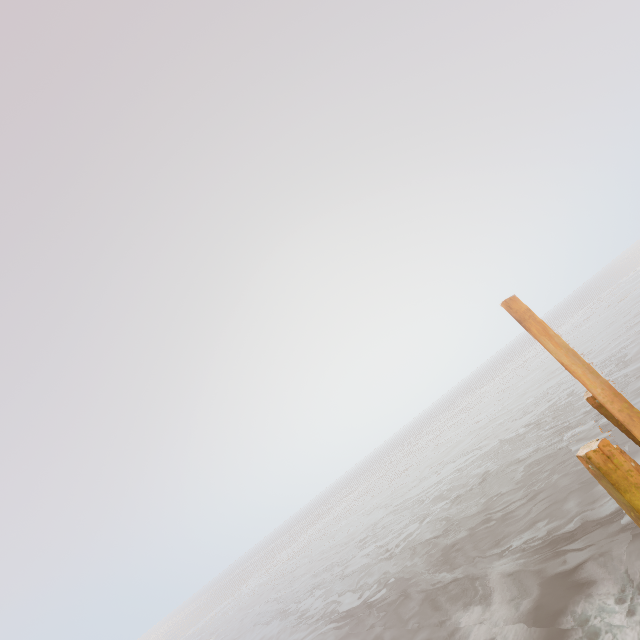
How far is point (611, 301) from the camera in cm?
5694

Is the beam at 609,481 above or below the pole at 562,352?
below

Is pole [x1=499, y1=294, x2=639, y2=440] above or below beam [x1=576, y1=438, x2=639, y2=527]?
above

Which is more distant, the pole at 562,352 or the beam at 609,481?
the pole at 562,352

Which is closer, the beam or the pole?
the beam
